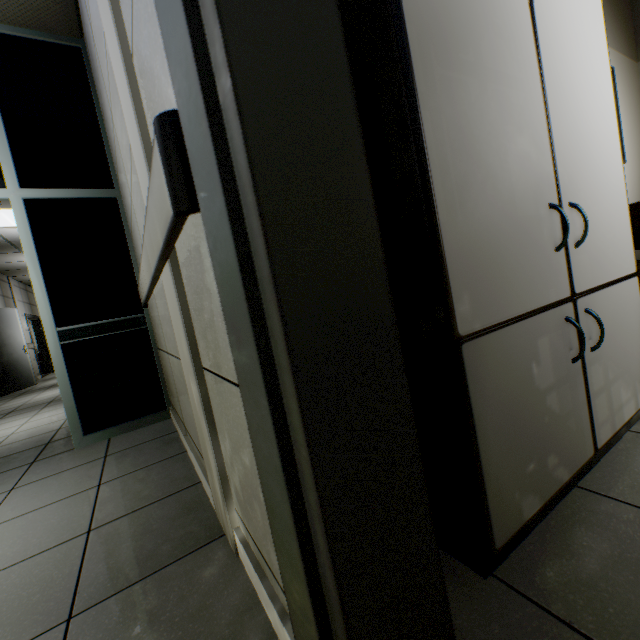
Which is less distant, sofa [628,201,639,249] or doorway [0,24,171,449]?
sofa [628,201,639,249]

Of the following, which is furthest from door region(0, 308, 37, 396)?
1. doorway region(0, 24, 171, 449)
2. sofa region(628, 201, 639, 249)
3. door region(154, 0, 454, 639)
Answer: sofa region(628, 201, 639, 249)

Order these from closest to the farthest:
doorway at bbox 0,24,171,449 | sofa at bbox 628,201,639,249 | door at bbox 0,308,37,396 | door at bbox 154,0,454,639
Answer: door at bbox 154,0,454,639 < sofa at bbox 628,201,639,249 < doorway at bbox 0,24,171,449 < door at bbox 0,308,37,396

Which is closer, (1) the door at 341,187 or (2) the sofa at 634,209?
(1) the door at 341,187

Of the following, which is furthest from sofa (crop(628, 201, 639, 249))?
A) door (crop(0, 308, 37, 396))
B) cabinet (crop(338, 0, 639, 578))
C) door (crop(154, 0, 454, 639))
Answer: door (crop(0, 308, 37, 396))

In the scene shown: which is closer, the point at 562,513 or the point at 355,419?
the point at 355,419

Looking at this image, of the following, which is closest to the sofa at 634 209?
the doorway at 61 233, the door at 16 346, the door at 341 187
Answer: the door at 341 187

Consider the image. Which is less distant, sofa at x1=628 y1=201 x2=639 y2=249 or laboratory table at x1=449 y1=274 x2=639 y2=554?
laboratory table at x1=449 y1=274 x2=639 y2=554
